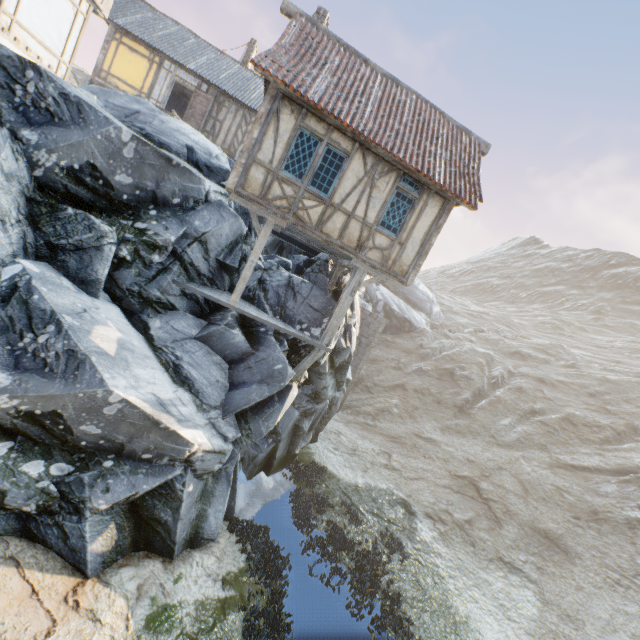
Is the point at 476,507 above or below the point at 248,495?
above

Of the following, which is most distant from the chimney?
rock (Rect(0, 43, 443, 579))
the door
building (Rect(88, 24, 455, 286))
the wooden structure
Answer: the wooden structure

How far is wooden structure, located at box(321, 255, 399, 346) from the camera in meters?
10.4

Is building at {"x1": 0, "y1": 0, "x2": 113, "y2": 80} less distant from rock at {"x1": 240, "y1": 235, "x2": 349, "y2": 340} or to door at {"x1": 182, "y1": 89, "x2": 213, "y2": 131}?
rock at {"x1": 240, "y1": 235, "x2": 349, "y2": 340}

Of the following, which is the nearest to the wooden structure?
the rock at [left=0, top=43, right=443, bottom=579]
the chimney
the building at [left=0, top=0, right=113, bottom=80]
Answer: the rock at [left=0, top=43, right=443, bottom=579]

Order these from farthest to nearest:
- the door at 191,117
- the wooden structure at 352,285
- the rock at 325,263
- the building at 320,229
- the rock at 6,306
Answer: the door at 191,117, the rock at 325,263, the wooden structure at 352,285, the building at 320,229, the rock at 6,306

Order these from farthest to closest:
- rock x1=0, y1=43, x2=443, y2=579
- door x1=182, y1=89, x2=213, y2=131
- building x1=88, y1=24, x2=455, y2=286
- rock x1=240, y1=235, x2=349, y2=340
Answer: door x1=182, y1=89, x2=213, y2=131 → rock x1=240, y1=235, x2=349, y2=340 → building x1=88, y1=24, x2=455, y2=286 → rock x1=0, y1=43, x2=443, y2=579

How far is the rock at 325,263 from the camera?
11.3 meters
